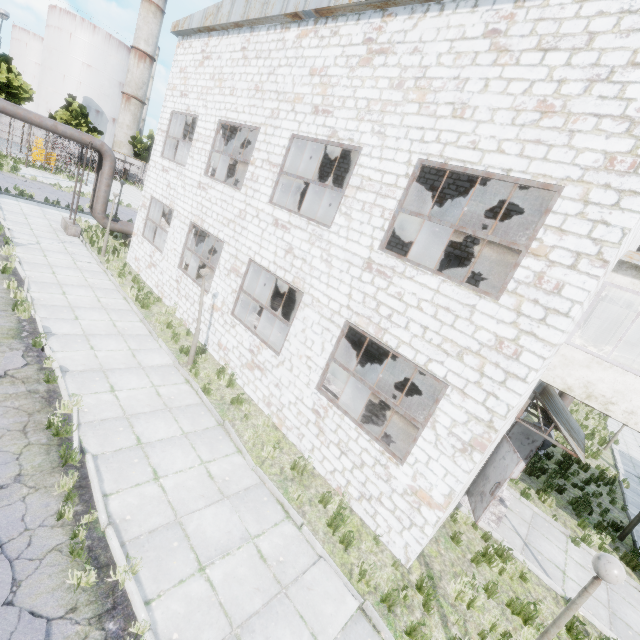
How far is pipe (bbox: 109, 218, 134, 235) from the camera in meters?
19.0 m

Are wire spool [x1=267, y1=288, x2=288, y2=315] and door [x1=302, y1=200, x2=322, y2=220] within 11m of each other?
yes

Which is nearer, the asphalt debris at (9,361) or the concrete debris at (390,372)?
the asphalt debris at (9,361)

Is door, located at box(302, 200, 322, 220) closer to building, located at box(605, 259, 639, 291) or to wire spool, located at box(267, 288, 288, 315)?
wire spool, located at box(267, 288, 288, 315)

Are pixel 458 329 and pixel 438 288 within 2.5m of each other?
yes

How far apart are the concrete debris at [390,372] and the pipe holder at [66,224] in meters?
17.3

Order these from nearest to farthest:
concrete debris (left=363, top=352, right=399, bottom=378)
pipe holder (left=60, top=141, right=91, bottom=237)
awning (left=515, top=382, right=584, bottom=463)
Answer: awning (left=515, top=382, right=584, bottom=463) < concrete debris (left=363, top=352, right=399, bottom=378) < pipe holder (left=60, top=141, right=91, bottom=237)

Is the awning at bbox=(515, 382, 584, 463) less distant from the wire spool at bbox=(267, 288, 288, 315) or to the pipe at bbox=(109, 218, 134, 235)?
the wire spool at bbox=(267, 288, 288, 315)
